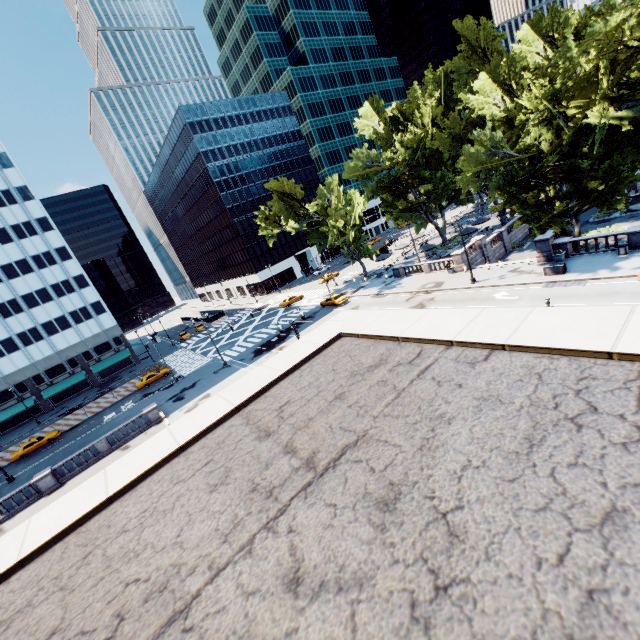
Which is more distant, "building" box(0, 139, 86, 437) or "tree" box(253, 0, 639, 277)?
"building" box(0, 139, 86, 437)

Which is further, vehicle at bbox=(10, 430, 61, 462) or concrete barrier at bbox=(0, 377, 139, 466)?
concrete barrier at bbox=(0, 377, 139, 466)

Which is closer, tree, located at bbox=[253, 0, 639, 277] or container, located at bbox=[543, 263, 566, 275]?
tree, located at bbox=[253, 0, 639, 277]

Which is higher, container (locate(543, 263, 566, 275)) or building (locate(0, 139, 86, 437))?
building (locate(0, 139, 86, 437))

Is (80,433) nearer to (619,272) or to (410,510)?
(410,510)

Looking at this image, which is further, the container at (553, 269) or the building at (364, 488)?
the container at (553, 269)

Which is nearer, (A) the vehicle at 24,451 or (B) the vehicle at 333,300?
(A) the vehicle at 24,451

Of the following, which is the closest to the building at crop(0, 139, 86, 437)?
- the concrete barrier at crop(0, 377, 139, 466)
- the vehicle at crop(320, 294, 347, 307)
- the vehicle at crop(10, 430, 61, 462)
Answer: the concrete barrier at crop(0, 377, 139, 466)
